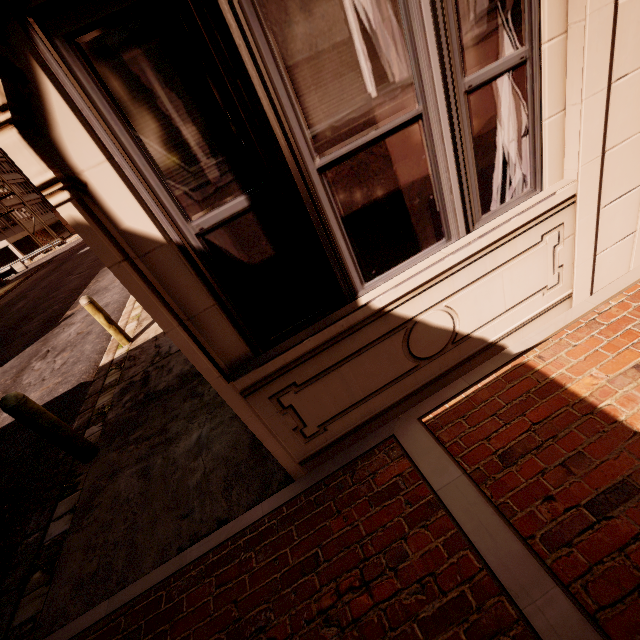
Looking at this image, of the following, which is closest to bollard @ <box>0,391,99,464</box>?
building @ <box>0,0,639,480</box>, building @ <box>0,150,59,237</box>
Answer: building @ <box>0,0,639,480</box>

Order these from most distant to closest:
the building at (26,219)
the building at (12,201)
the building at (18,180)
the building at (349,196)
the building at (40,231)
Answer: the building at (18,180)
the building at (40,231)
the building at (26,219)
the building at (12,201)
the building at (349,196)

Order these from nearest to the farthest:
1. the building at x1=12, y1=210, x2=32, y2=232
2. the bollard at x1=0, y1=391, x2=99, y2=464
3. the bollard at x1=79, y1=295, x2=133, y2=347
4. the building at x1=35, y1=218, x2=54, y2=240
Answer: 1. the bollard at x1=0, y1=391, x2=99, y2=464
2. the bollard at x1=79, y1=295, x2=133, y2=347
3. the building at x1=12, y1=210, x2=32, y2=232
4. the building at x1=35, y1=218, x2=54, y2=240

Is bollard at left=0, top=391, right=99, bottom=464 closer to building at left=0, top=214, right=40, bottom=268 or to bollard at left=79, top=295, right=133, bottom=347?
bollard at left=79, top=295, right=133, bottom=347

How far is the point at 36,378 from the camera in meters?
7.8 m

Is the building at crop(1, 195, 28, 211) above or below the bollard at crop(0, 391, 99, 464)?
above

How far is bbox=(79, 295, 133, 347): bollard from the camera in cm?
608

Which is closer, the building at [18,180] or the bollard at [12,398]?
the bollard at [12,398]
